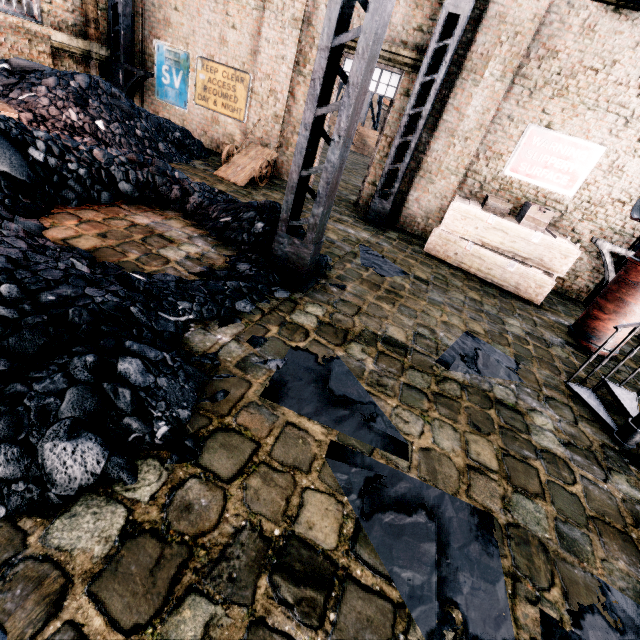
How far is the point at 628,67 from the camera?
7.3m

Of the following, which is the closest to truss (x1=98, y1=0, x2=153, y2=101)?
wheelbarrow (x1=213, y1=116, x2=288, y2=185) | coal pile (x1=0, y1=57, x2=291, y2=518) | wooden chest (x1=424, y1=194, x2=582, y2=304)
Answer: wooden chest (x1=424, y1=194, x2=582, y2=304)

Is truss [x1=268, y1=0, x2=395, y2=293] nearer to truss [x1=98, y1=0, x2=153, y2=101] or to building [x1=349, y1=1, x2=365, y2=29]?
building [x1=349, y1=1, x2=365, y2=29]

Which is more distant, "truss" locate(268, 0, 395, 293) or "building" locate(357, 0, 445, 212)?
"building" locate(357, 0, 445, 212)

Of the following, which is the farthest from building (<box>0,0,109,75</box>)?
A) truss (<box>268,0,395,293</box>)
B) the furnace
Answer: the furnace

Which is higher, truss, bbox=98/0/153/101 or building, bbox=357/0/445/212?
building, bbox=357/0/445/212

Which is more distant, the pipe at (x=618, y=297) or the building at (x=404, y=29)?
the building at (x=404, y=29)

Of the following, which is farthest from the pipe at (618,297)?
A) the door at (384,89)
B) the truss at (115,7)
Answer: the door at (384,89)
